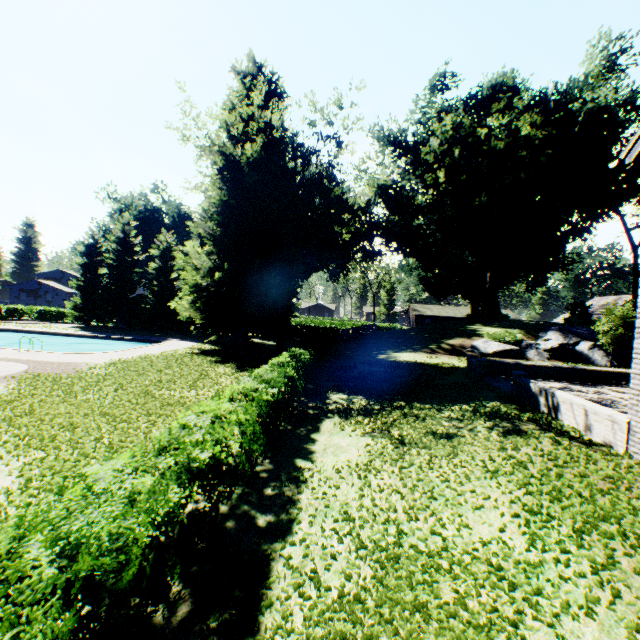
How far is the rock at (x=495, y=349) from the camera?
26.03m

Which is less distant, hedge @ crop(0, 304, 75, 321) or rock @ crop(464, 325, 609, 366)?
rock @ crop(464, 325, 609, 366)

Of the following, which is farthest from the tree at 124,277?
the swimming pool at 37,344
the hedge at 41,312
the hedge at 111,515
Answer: the hedge at 111,515

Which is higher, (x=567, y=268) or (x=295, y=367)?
(x=567, y=268)

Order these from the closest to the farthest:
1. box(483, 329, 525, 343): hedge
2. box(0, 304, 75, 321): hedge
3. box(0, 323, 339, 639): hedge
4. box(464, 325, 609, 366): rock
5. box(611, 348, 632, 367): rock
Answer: box(0, 323, 339, 639): hedge, box(611, 348, 632, 367): rock, box(464, 325, 609, 366): rock, box(483, 329, 525, 343): hedge, box(0, 304, 75, 321): hedge

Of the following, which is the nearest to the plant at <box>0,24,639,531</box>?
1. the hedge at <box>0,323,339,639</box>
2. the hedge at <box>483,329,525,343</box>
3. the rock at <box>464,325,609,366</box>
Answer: the rock at <box>464,325,609,366</box>

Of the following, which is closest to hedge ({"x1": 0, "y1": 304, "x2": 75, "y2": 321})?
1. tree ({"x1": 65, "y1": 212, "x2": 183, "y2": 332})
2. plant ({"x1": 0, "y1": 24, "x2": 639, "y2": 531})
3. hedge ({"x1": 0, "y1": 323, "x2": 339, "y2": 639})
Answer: tree ({"x1": 65, "y1": 212, "x2": 183, "y2": 332})

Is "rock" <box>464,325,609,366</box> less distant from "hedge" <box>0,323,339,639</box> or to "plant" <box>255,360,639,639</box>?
"plant" <box>255,360,639,639</box>
